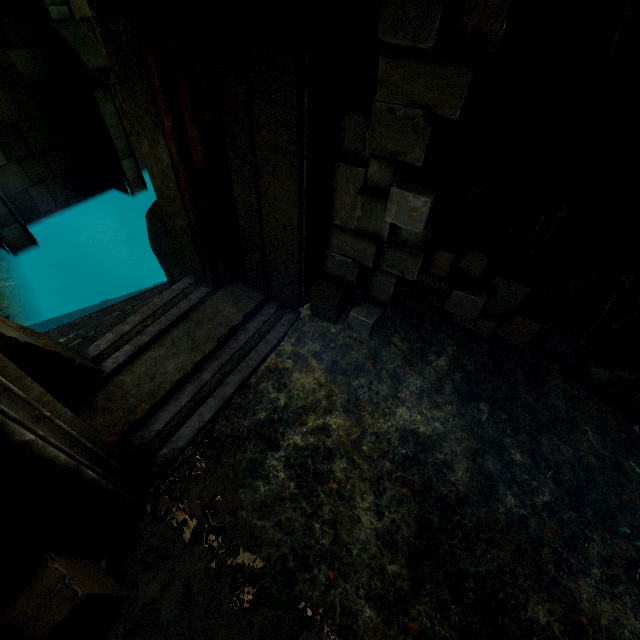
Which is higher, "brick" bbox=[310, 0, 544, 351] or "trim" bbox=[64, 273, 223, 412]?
"brick" bbox=[310, 0, 544, 351]

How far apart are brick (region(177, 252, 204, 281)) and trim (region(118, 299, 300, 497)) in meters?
1.0

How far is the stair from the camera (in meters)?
5.09

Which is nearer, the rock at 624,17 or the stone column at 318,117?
the stone column at 318,117

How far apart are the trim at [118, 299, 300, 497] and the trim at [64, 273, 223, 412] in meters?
0.3

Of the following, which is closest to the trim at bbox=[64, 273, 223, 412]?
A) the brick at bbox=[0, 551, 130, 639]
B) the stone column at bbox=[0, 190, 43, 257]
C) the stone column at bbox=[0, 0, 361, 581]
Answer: the stone column at bbox=[0, 0, 361, 581]

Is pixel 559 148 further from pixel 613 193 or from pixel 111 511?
pixel 111 511

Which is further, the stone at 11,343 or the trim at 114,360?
the trim at 114,360
